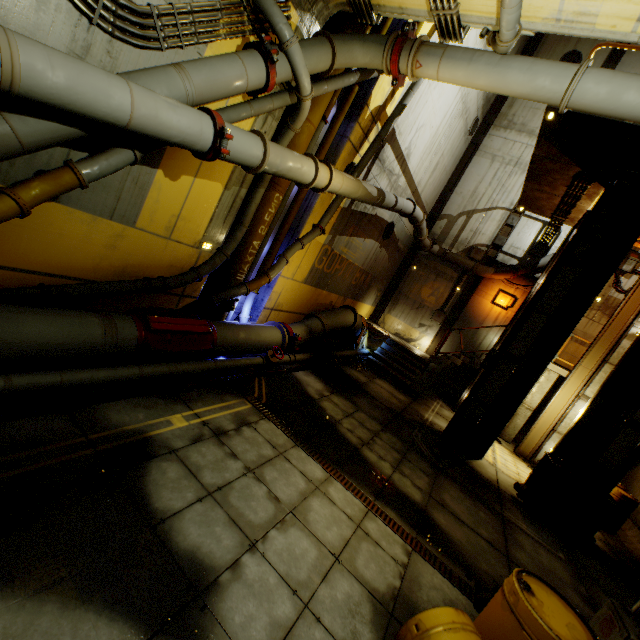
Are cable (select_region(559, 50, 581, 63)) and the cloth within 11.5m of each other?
no

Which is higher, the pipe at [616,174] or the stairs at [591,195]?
the stairs at [591,195]

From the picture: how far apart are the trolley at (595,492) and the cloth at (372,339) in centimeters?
702cm

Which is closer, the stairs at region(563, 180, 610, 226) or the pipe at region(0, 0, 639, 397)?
the pipe at region(0, 0, 639, 397)

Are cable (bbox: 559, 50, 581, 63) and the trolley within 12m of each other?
no

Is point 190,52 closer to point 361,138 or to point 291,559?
point 361,138

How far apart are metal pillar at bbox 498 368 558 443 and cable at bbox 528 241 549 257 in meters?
4.8 m

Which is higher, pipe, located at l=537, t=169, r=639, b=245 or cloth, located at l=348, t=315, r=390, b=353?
pipe, located at l=537, t=169, r=639, b=245
